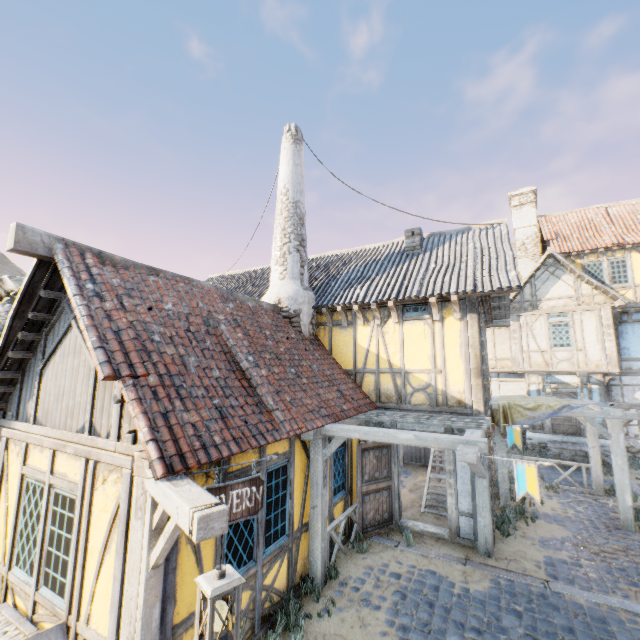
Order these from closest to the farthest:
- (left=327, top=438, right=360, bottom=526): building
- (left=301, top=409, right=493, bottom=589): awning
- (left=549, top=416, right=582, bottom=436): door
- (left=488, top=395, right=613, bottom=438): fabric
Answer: (left=301, top=409, right=493, bottom=589): awning
(left=327, top=438, right=360, bottom=526): building
(left=488, top=395, right=613, bottom=438): fabric
(left=549, top=416, right=582, bottom=436): door

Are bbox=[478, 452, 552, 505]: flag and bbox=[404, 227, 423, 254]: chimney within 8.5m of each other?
yes

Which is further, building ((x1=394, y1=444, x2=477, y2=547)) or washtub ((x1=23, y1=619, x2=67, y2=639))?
building ((x1=394, y1=444, x2=477, y2=547))

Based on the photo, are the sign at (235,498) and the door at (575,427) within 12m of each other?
no

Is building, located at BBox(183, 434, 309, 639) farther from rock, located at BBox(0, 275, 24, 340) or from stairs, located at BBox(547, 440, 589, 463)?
stairs, located at BBox(547, 440, 589, 463)

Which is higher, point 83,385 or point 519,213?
point 519,213

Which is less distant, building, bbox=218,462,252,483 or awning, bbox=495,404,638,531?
building, bbox=218,462,252,483

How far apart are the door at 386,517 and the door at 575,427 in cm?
1165
